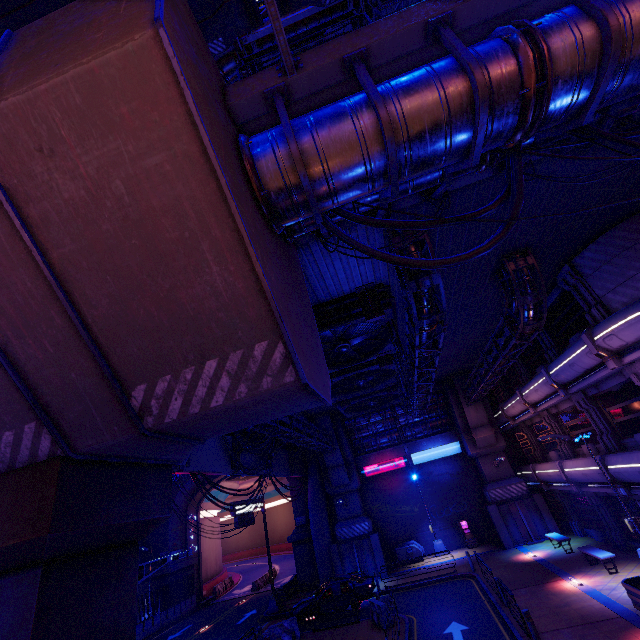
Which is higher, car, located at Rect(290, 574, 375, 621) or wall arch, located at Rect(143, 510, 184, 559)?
wall arch, located at Rect(143, 510, 184, 559)

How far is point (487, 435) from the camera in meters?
26.5 m

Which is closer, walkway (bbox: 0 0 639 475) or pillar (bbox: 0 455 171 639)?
walkway (bbox: 0 0 639 475)

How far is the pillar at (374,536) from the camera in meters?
25.1 m

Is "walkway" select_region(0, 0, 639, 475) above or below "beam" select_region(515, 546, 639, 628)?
above

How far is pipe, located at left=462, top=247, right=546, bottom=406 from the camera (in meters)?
12.84

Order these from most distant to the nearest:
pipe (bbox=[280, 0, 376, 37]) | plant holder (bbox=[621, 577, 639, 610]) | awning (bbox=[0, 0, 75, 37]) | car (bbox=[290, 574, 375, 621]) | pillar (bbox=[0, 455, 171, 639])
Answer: car (bbox=[290, 574, 375, 621])
pipe (bbox=[280, 0, 376, 37])
plant holder (bbox=[621, 577, 639, 610])
awning (bbox=[0, 0, 75, 37])
pillar (bbox=[0, 455, 171, 639])

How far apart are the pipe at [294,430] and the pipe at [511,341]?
11.72m
